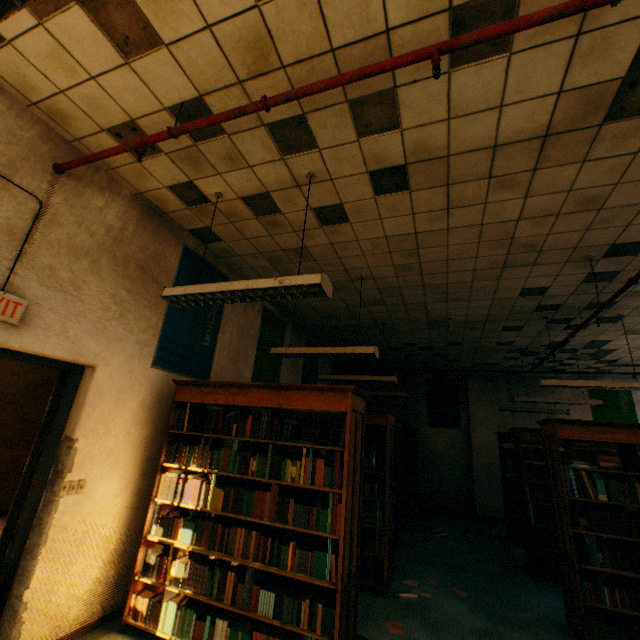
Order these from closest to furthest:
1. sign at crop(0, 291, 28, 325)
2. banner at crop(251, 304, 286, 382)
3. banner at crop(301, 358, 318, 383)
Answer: sign at crop(0, 291, 28, 325)
banner at crop(251, 304, 286, 382)
banner at crop(301, 358, 318, 383)

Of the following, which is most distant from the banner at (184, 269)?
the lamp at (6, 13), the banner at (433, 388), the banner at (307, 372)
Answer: the banner at (433, 388)

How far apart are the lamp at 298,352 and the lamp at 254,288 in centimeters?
174cm

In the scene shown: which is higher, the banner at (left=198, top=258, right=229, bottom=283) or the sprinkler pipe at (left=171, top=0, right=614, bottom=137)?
the banner at (left=198, top=258, right=229, bottom=283)

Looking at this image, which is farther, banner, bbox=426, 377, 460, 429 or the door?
banner, bbox=426, 377, 460, 429

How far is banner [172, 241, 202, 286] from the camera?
3.9m

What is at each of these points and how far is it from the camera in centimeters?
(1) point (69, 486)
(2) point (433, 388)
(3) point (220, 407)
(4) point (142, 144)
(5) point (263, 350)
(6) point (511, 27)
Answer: (1) light switch, 269cm
(2) banner, 1044cm
(3) book, 338cm
(4) sprinkler pipe, 236cm
(5) banner, 571cm
(6) sprinkler pipe, 152cm

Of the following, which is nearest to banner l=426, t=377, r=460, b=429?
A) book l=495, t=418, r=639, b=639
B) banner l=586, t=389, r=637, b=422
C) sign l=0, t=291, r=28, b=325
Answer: banner l=586, t=389, r=637, b=422
